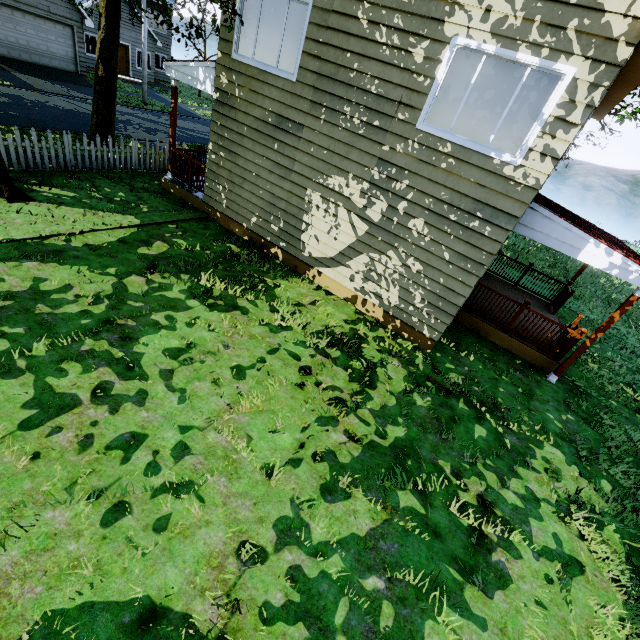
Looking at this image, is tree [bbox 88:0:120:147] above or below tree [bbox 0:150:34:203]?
above

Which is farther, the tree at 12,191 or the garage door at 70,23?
the garage door at 70,23

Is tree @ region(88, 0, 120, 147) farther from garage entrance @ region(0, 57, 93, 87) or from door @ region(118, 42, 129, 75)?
door @ region(118, 42, 129, 75)

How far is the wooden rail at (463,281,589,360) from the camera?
8.24m

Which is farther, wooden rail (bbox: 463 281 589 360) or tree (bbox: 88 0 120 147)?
tree (bbox: 88 0 120 147)

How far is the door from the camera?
26.2m

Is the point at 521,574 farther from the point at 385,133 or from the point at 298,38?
the point at 298,38
